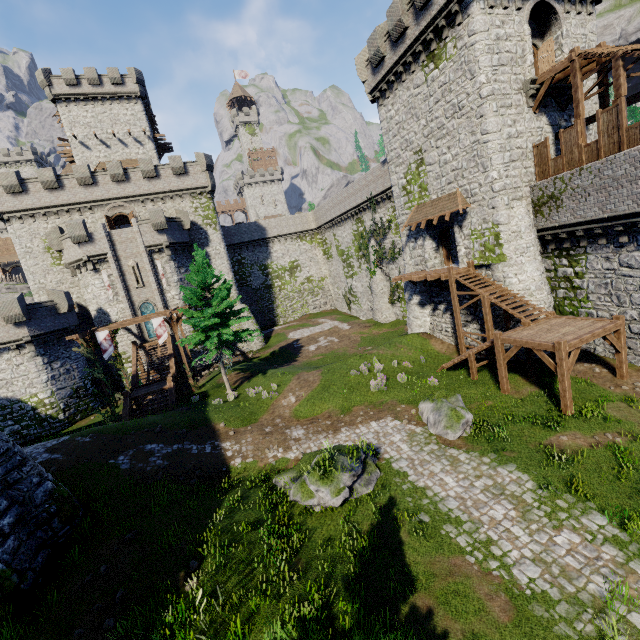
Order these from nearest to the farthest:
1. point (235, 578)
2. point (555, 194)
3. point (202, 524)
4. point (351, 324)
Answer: point (235, 578), point (202, 524), point (555, 194), point (351, 324)

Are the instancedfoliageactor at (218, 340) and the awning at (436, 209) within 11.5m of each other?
no

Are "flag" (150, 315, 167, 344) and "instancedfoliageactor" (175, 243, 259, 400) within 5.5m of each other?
yes

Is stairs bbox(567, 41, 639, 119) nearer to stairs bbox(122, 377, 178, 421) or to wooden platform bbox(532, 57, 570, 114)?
wooden platform bbox(532, 57, 570, 114)

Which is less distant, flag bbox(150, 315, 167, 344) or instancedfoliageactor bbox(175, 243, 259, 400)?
instancedfoliageactor bbox(175, 243, 259, 400)

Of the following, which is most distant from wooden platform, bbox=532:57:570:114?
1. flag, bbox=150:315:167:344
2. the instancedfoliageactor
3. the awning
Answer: flag, bbox=150:315:167:344

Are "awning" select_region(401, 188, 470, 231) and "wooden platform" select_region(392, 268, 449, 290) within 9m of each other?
yes

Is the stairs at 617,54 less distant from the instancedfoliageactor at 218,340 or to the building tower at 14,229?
the instancedfoliageactor at 218,340
